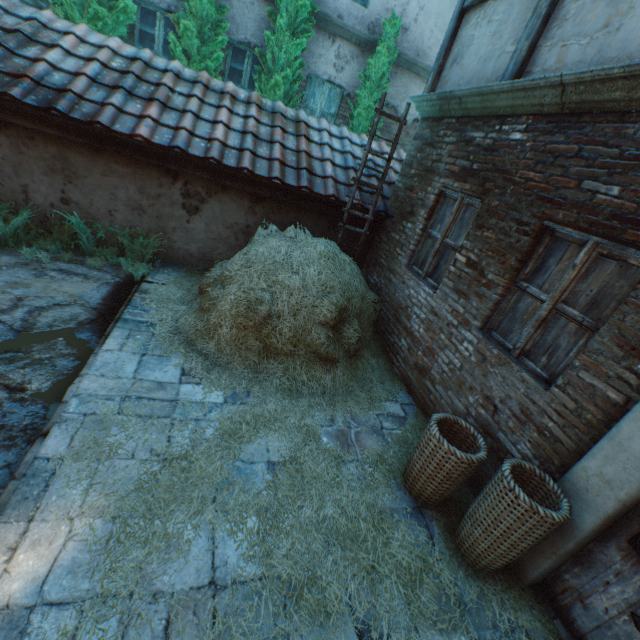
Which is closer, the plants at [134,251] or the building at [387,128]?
the plants at [134,251]

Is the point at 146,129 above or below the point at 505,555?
above

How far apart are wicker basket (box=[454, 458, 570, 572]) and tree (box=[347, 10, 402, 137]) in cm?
821

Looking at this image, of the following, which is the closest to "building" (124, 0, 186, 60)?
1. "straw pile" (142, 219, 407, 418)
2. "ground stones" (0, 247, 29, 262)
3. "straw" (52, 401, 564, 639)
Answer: "straw pile" (142, 219, 407, 418)

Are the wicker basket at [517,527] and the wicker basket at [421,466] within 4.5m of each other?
yes

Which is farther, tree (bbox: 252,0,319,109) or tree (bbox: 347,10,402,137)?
tree (bbox: 347,10,402,137)

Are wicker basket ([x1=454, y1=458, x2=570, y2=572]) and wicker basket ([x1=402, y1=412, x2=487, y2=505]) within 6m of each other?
yes

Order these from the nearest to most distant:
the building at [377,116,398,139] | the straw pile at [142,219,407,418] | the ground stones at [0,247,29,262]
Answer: the straw pile at [142,219,407,418] → the ground stones at [0,247,29,262] → the building at [377,116,398,139]
